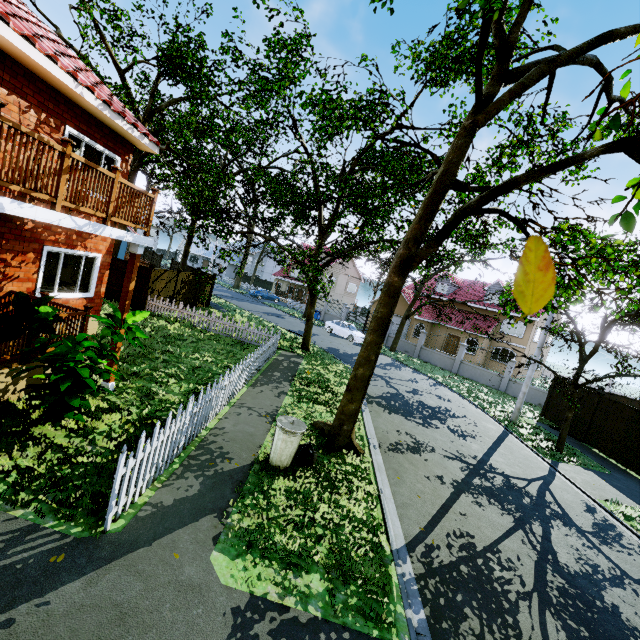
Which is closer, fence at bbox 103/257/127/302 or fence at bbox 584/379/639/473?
fence at bbox 584/379/639/473

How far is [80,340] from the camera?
5.48m

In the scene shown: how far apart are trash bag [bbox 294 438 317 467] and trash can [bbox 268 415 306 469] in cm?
7

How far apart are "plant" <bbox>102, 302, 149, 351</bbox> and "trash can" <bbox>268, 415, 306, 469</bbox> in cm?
305

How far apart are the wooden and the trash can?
4.1 meters

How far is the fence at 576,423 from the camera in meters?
15.6

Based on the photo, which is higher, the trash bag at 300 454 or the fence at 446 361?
the fence at 446 361
